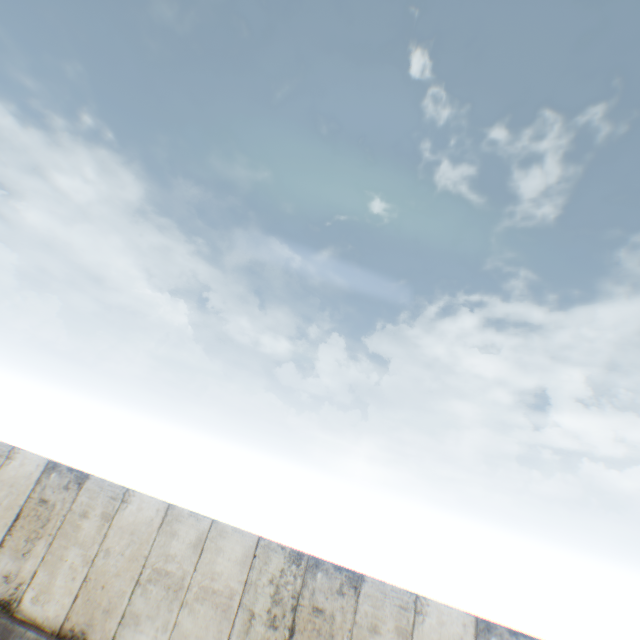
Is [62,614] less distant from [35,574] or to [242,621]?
[35,574]
